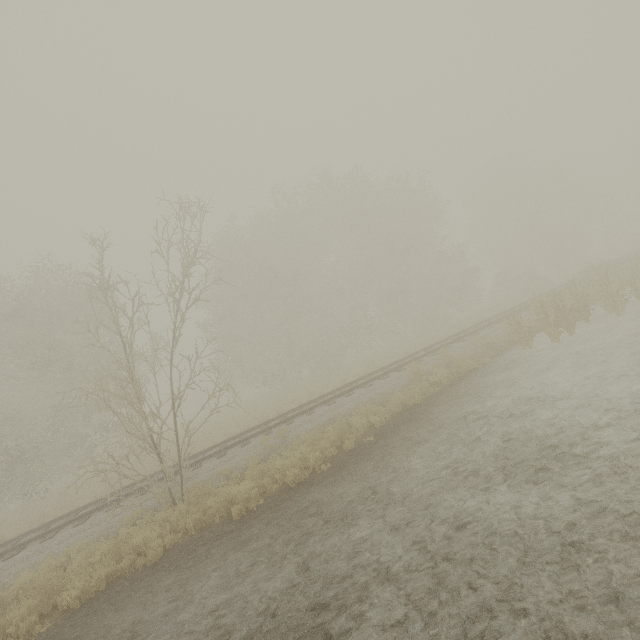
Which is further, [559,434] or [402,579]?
[559,434]
